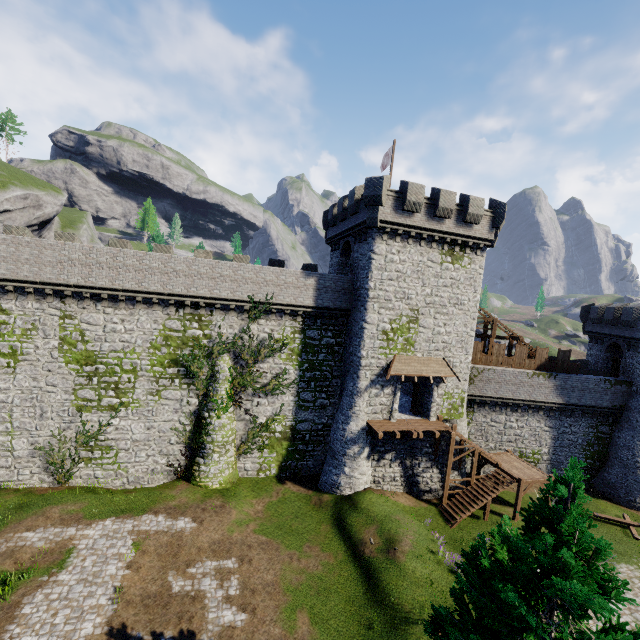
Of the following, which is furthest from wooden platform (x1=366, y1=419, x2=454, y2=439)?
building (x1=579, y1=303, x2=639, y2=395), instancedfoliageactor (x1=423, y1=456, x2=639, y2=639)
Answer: building (x1=579, y1=303, x2=639, y2=395)

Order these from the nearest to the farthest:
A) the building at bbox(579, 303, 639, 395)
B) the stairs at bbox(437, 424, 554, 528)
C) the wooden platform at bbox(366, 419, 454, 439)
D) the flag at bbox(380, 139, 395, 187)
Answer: the wooden platform at bbox(366, 419, 454, 439) → the stairs at bbox(437, 424, 554, 528) → the flag at bbox(380, 139, 395, 187) → the building at bbox(579, 303, 639, 395)

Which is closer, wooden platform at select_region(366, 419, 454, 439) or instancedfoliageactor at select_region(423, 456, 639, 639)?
instancedfoliageactor at select_region(423, 456, 639, 639)

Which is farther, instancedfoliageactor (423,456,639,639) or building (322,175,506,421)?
building (322,175,506,421)

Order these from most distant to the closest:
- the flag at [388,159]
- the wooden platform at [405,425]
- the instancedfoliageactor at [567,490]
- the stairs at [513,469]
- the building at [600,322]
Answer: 1. the building at [600,322]
2. the flag at [388,159]
3. the stairs at [513,469]
4. the wooden platform at [405,425]
5. the instancedfoliageactor at [567,490]

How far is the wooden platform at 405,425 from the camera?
22.4 meters

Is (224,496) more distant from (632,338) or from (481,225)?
(632,338)

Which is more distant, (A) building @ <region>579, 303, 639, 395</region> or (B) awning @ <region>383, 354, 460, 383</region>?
(A) building @ <region>579, 303, 639, 395</region>
